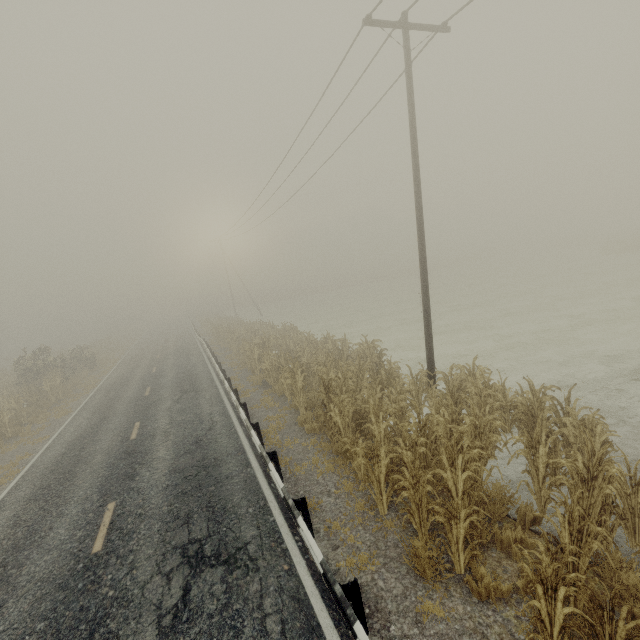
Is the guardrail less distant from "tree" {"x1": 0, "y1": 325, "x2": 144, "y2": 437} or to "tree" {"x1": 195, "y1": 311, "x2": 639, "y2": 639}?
"tree" {"x1": 195, "y1": 311, "x2": 639, "y2": 639}

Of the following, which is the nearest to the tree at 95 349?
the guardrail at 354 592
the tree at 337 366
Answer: the guardrail at 354 592

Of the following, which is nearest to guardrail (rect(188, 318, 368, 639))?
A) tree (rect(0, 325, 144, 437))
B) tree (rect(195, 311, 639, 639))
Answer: tree (rect(195, 311, 639, 639))

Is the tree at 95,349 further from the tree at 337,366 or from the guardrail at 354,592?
the tree at 337,366

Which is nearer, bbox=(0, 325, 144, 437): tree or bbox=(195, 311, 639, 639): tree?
bbox=(195, 311, 639, 639): tree

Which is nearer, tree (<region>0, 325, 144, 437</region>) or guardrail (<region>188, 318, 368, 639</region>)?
guardrail (<region>188, 318, 368, 639</region>)

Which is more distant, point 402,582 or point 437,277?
point 437,277
